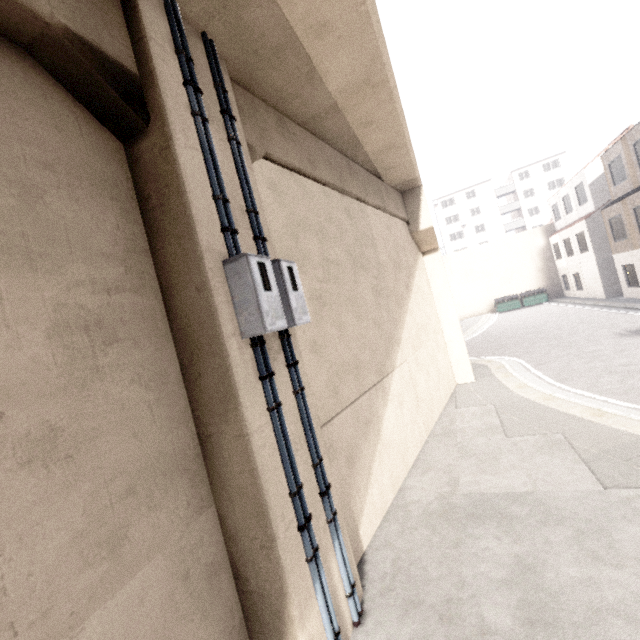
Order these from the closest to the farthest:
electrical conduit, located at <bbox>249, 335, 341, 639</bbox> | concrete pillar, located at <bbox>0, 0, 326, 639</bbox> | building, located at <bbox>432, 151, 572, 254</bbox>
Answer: concrete pillar, located at <bbox>0, 0, 326, 639</bbox> → electrical conduit, located at <bbox>249, 335, 341, 639</bbox> → building, located at <bbox>432, 151, 572, 254</bbox>

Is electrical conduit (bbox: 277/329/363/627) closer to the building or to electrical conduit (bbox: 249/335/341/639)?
electrical conduit (bbox: 249/335/341/639)

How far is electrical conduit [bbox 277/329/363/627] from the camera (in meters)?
3.62

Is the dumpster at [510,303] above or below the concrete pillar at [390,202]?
below

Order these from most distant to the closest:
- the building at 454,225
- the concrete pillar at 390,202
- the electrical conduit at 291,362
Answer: the building at 454,225 < the concrete pillar at 390,202 < the electrical conduit at 291,362

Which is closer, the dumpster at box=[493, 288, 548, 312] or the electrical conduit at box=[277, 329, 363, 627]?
the electrical conduit at box=[277, 329, 363, 627]

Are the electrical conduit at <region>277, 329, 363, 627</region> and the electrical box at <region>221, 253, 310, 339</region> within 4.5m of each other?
yes

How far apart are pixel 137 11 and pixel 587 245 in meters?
29.6 m
